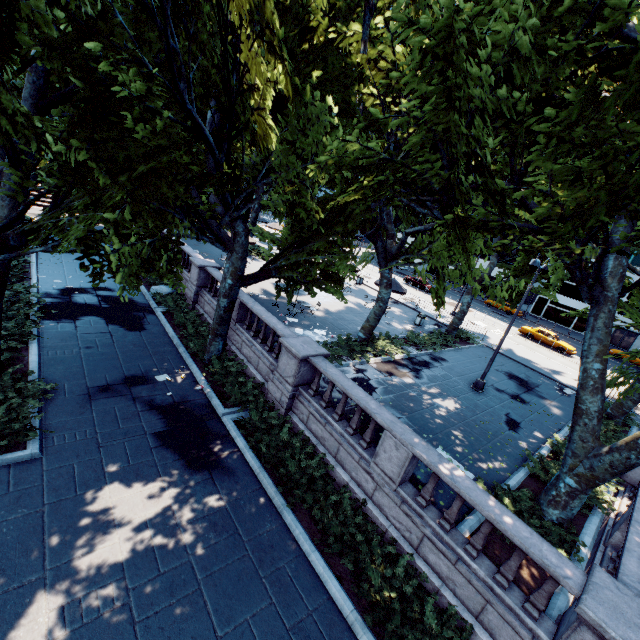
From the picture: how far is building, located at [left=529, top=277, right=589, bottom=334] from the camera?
48.5 meters

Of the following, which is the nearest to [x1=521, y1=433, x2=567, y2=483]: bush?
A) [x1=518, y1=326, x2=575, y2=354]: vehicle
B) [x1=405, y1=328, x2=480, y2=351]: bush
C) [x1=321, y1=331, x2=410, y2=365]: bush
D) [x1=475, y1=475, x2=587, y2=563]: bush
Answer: [x1=475, y1=475, x2=587, y2=563]: bush

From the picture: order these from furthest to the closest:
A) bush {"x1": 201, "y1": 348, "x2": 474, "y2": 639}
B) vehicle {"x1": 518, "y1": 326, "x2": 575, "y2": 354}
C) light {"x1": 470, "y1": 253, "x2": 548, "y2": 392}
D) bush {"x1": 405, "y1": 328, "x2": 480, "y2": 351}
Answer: vehicle {"x1": 518, "y1": 326, "x2": 575, "y2": 354}
bush {"x1": 405, "y1": 328, "x2": 480, "y2": 351}
light {"x1": 470, "y1": 253, "x2": 548, "y2": 392}
bush {"x1": 201, "y1": 348, "x2": 474, "y2": 639}

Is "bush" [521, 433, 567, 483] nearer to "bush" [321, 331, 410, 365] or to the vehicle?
"bush" [321, 331, 410, 365]

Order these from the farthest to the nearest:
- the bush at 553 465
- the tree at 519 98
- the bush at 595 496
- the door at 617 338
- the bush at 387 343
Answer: the door at 617 338
the bush at 387 343
the bush at 553 465
the bush at 595 496
the tree at 519 98

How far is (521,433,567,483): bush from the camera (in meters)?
11.23

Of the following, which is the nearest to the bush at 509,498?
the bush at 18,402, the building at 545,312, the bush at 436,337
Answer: the bush at 436,337

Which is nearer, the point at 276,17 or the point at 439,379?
the point at 276,17
